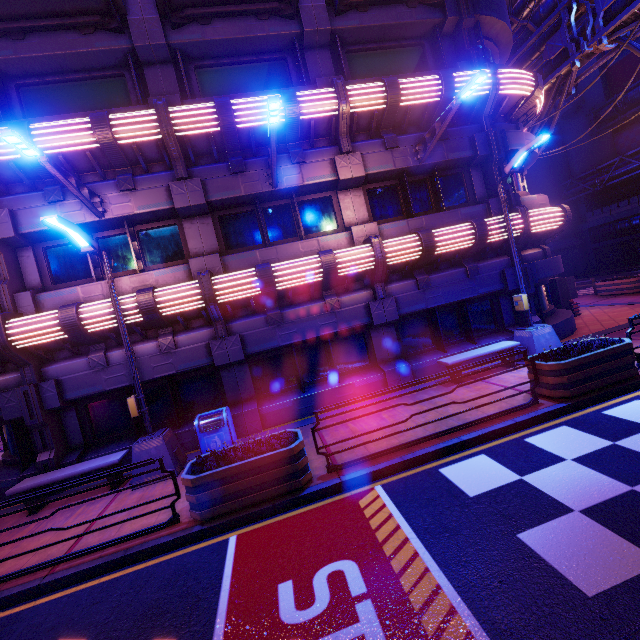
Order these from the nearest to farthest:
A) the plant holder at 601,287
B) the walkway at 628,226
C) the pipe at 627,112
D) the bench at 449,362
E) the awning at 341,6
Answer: the bench at 449,362, the awning at 341,6, the plant holder at 601,287, the pipe at 627,112, the walkway at 628,226

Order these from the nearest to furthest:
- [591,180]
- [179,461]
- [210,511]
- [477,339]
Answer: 1. [210,511]
2. [179,461]
3. [477,339]
4. [591,180]

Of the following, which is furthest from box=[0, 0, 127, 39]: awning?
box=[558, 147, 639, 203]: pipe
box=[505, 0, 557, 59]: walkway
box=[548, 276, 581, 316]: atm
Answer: box=[558, 147, 639, 203]: pipe

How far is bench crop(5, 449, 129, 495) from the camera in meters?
7.5

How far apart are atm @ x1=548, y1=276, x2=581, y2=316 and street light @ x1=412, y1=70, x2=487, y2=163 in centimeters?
920cm

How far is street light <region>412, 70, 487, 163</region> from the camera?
7.6 meters

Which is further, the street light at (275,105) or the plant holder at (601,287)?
the plant holder at (601,287)

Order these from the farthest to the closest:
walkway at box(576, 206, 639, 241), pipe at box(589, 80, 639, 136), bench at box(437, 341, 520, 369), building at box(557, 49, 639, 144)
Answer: building at box(557, 49, 639, 144)
walkway at box(576, 206, 639, 241)
pipe at box(589, 80, 639, 136)
bench at box(437, 341, 520, 369)
